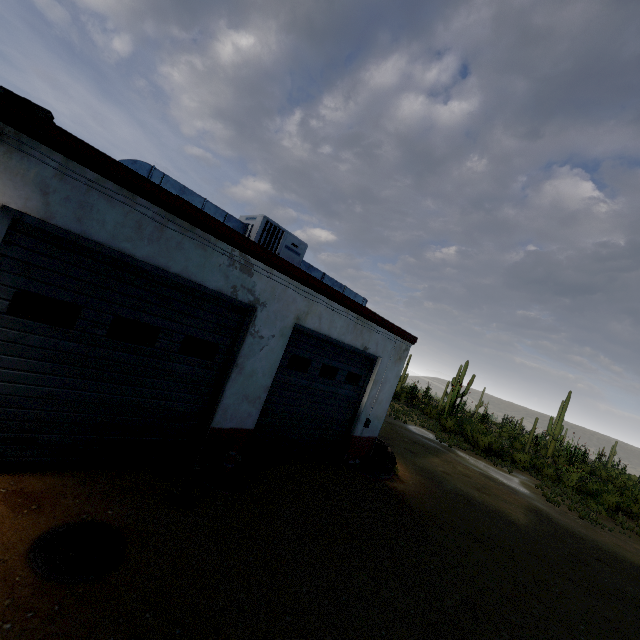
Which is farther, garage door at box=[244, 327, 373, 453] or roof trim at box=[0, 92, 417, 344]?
garage door at box=[244, 327, 373, 453]

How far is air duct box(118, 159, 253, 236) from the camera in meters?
5.3 m

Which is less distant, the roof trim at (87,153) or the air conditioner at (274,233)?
the roof trim at (87,153)

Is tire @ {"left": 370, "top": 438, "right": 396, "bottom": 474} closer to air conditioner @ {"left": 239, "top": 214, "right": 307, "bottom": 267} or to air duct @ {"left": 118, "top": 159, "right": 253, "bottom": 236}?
air conditioner @ {"left": 239, "top": 214, "right": 307, "bottom": 267}

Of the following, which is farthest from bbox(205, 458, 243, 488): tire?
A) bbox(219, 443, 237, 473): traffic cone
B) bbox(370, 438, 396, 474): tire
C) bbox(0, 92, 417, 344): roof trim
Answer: bbox(370, 438, 396, 474): tire

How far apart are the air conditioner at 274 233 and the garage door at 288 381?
1.30m

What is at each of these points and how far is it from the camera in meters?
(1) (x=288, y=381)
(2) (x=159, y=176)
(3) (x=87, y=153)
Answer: (1) garage door, 7.3 m
(2) air duct, 5.6 m
(3) roof trim, 3.9 m

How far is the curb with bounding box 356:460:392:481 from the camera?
9.0m
